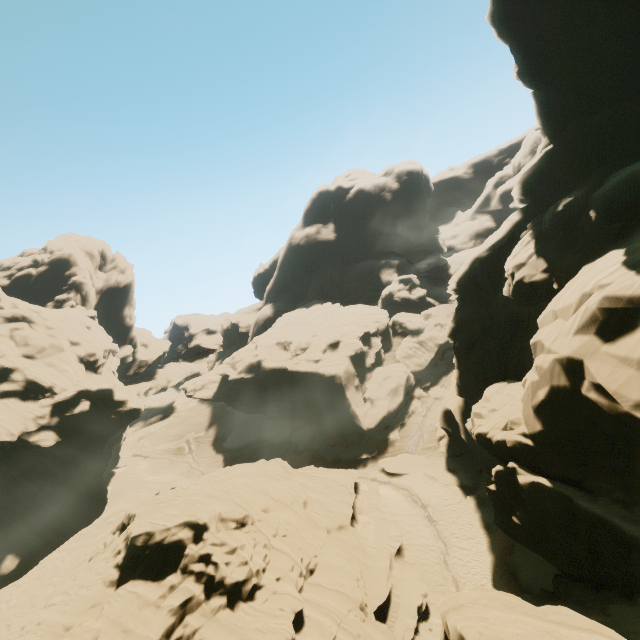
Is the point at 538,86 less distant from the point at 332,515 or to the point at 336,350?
the point at 332,515
